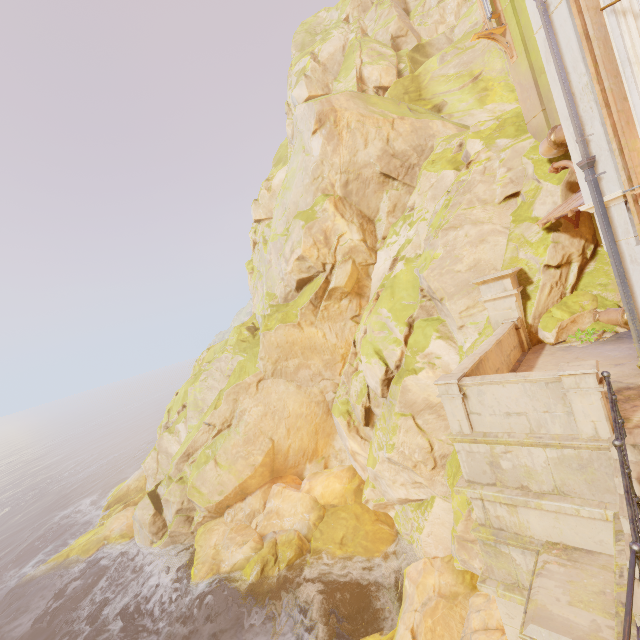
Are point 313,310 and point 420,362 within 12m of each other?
yes

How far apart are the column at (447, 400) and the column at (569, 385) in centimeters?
155cm

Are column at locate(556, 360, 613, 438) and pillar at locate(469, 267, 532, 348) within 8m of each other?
yes

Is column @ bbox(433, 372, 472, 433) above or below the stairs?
above

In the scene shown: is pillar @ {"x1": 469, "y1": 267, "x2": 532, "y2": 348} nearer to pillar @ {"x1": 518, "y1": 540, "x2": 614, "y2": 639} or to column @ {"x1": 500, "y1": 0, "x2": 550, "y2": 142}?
column @ {"x1": 500, "y1": 0, "x2": 550, "y2": 142}

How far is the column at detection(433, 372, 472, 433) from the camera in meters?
6.2 m

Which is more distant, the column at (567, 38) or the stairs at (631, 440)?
the column at (567, 38)

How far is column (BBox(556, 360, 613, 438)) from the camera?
4.8 meters
